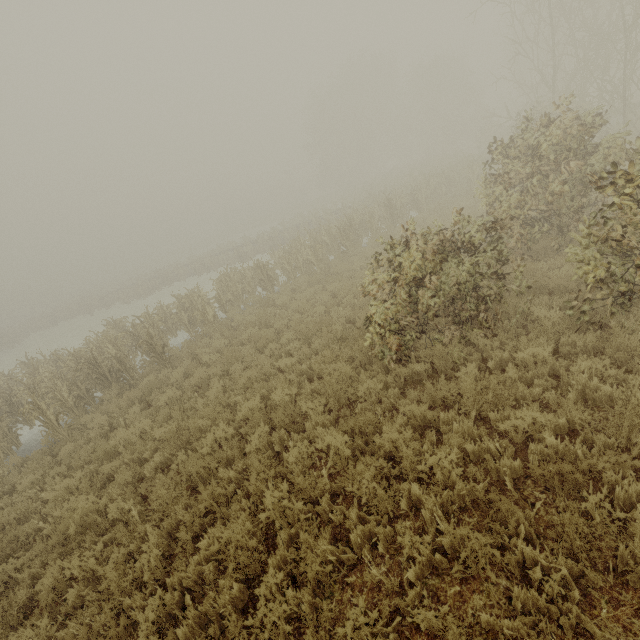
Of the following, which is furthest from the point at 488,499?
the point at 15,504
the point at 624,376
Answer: the point at 15,504
